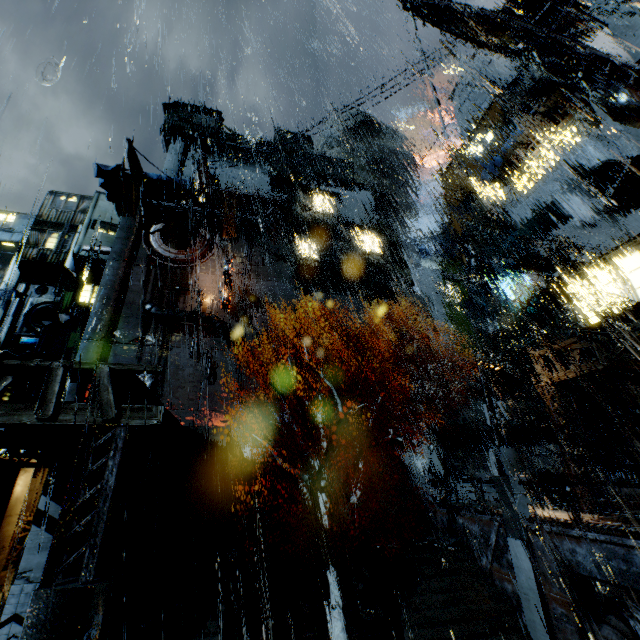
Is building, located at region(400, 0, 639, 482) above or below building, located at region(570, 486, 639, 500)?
above

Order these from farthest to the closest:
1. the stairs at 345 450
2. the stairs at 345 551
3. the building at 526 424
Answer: the building at 526 424, the stairs at 345 450, the stairs at 345 551

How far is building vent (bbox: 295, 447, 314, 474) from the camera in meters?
25.4 m

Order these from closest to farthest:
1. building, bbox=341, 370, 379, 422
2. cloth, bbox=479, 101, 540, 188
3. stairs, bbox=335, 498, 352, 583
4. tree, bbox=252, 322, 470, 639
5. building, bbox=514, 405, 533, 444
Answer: tree, bbox=252, 322, 470, 639 → stairs, bbox=335, 498, 352, 583 → cloth, bbox=479, 101, 540, 188 → building, bbox=514, 405, 533, 444 → building, bbox=341, 370, 379, 422

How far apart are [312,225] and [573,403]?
32.9 meters

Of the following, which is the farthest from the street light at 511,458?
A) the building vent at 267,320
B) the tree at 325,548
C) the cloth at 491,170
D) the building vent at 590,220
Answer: the building vent at 267,320

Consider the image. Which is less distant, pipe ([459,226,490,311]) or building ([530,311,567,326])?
building ([530,311,567,326])

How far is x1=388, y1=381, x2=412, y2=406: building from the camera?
29.5m
